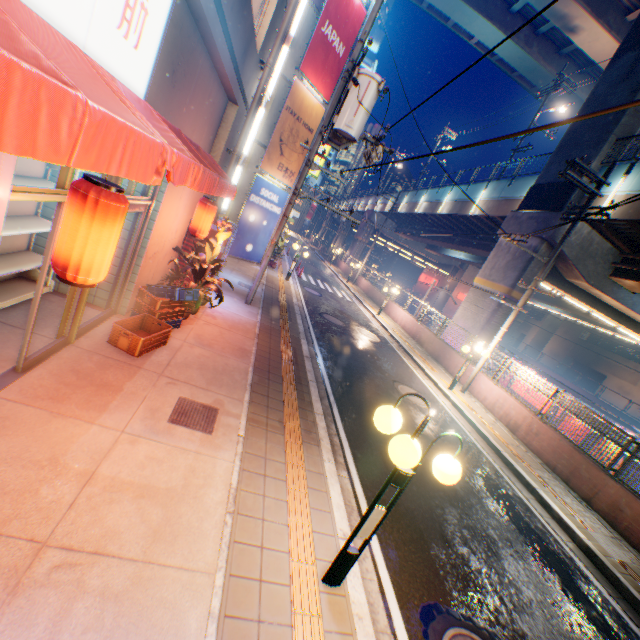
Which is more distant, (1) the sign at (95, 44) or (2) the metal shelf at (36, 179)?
(2) the metal shelf at (36, 179)

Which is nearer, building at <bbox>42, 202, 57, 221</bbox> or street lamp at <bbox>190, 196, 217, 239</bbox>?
building at <bbox>42, 202, 57, 221</bbox>

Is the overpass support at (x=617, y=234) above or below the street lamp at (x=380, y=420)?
above

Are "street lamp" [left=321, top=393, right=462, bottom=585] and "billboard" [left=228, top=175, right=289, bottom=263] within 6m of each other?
no

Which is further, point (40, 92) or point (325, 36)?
point (325, 36)

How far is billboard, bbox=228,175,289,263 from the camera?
16.53m

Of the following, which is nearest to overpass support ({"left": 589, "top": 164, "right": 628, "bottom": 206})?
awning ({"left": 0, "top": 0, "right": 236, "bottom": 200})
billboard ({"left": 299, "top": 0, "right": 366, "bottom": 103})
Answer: billboard ({"left": 299, "top": 0, "right": 366, "bottom": 103})

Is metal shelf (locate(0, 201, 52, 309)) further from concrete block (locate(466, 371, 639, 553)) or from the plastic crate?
concrete block (locate(466, 371, 639, 553))
